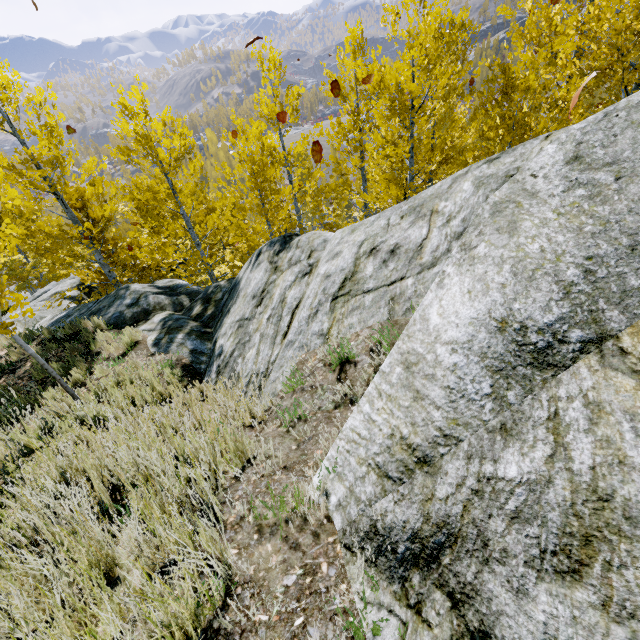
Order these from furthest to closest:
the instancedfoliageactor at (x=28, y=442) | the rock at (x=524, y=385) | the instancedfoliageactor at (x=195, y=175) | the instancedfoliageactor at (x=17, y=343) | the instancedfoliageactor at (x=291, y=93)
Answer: the instancedfoliageactor at (x=291, y=93) → the instancedfoliageactor at (x=195, y=175) → the instancedfoliageactor at (x=17, y=343) → the instancedfoliageactor at (x=28, y=442) → the rock at (x=524, y=385)

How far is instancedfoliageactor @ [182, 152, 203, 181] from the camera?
9.3m

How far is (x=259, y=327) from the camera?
5.41m

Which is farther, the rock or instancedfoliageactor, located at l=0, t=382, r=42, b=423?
instancedfoliageactor, located at l=0, t=382, r=42, b=423

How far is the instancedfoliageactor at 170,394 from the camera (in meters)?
4.08

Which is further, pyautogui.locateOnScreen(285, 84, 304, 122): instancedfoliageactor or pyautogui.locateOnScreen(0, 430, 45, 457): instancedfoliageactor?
pyautogui.locateOnScreen(285, 84, 304, 122): instancedfoliageactor
